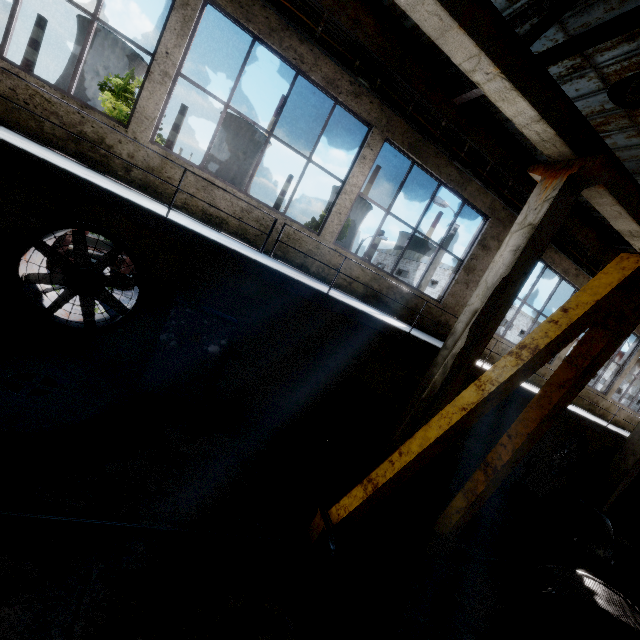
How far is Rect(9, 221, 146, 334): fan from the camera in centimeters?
586cm

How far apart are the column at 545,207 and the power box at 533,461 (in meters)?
9.40

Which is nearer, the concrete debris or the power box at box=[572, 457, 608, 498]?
the concrete debris

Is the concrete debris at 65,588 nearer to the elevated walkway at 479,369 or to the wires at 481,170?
the elevated walkway at 479,369

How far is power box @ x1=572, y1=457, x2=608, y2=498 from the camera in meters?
14.0

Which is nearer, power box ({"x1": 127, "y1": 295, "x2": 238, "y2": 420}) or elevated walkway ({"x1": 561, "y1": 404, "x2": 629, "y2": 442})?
power box ({"x1": 127, "y1": 295, "x2": 238, "y2": 420})

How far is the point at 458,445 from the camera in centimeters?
1121cm

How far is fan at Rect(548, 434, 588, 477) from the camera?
13.2 meters
